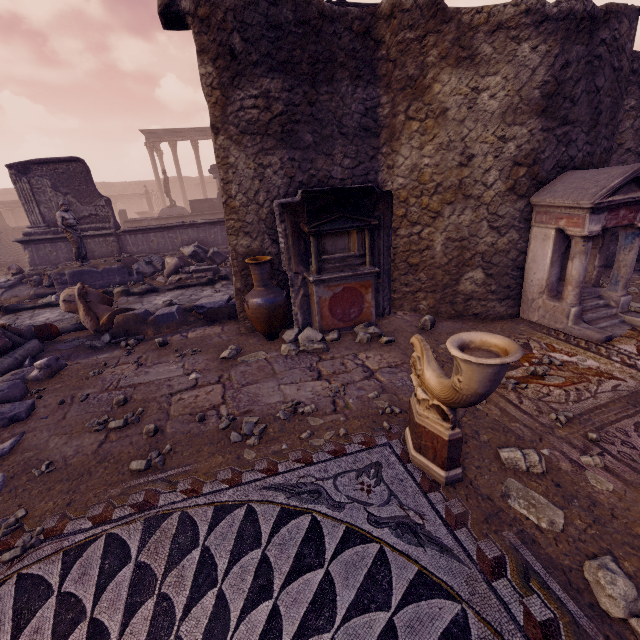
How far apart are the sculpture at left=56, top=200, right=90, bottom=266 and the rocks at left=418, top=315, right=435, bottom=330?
9.94m

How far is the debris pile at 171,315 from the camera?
6.03m

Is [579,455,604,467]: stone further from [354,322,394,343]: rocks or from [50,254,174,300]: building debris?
[50,254,174,300]: building debris

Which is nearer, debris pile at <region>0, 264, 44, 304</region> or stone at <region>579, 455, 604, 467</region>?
stone at <region>579, 455, 604, 467</region>

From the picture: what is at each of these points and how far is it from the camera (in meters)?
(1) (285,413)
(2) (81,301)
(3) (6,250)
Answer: (1) stone, 3.49
(2) sculpture, 6.24
(3) building, 15.35

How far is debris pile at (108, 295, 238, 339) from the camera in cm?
603

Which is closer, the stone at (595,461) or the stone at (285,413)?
the stone at (595,461)

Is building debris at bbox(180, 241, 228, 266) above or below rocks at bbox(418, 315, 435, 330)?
above
